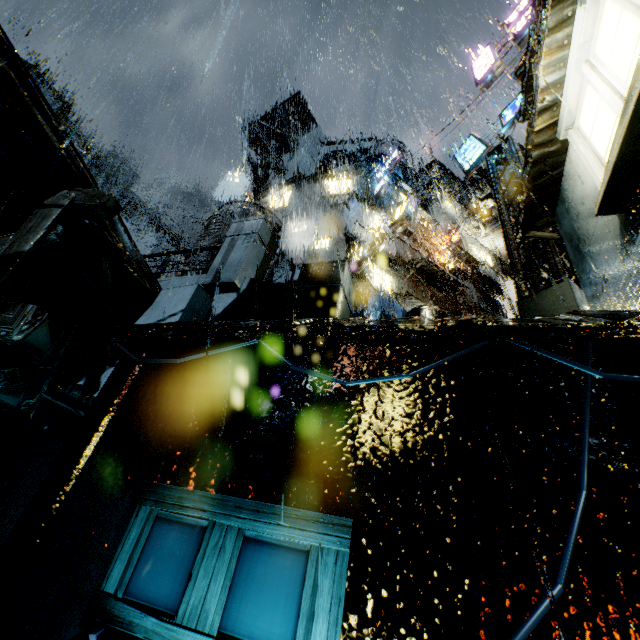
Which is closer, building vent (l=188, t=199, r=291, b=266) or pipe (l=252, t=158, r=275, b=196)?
building vent (l=188, t=199, r=291, b=266)

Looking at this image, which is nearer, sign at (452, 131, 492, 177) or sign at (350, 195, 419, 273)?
sign at (452, 131, 492, 177)

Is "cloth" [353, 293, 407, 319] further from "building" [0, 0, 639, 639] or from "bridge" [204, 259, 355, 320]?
"bridge" [204, 259, 355, 320]

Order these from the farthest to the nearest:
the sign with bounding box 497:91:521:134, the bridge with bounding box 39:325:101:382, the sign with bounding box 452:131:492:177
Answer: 1. the sign with bounding box 452:131:492:177
2. the sign with bounding box 497:91:521:134
3. the bridge with bounding box 39:325:101:382

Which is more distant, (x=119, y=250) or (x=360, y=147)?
(x=360, y=147)

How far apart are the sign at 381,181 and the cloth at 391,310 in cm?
1333

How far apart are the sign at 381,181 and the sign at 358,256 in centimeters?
900cm

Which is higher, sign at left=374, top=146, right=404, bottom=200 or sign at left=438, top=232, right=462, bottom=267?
sign at left=374, top=146, right=404, bottom=200
